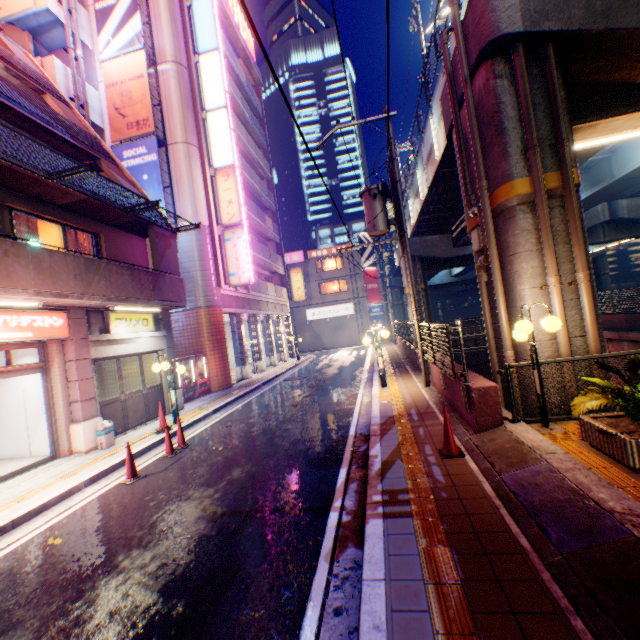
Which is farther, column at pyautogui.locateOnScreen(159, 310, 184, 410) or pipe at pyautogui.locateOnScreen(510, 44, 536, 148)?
column at pyautogui.locateOnScreen(159, 310, 184, 410)

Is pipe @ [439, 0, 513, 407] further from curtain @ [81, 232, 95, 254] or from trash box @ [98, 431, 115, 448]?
curtain @ [81, 232, 95, 254]

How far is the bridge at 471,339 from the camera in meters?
29.7 m

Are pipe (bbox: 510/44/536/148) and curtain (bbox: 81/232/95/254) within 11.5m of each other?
no

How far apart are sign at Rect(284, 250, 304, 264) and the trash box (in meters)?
34.23

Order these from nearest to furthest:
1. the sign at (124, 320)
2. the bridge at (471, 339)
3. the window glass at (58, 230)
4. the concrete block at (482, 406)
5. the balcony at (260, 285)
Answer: the concrete block at (482, 406)
the window glass at (58, 230)
the sign at (124, 320)
the balcony at (260, 285)
the bridge at (471, 339)

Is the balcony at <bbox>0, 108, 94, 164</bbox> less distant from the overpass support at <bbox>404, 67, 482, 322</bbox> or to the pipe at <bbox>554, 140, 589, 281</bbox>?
the overpass support at <bbox>404, 67, 482, 322</bbox>

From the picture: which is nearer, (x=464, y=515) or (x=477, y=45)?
(x=464, y=515)
